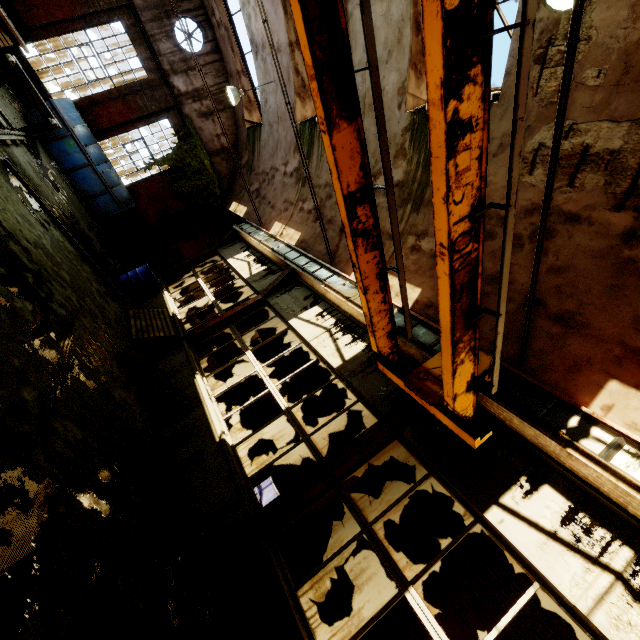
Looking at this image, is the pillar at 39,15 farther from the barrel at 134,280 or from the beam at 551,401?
the barrel at 134,280

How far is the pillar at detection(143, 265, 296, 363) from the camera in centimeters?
763cm

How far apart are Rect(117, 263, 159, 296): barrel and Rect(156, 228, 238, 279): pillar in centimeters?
74cm

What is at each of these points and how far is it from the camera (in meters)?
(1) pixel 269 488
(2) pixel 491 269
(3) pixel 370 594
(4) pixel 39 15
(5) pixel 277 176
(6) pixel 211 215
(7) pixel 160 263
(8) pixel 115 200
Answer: (1) barrel, 7.21
(2) building, 5.18
(3) pillar, 6.96
(4) pillar, 10.63
(5) building, 11.88
(6) pillar, 15.95
(7) door, 16.02
(8) dumpster, 12.22

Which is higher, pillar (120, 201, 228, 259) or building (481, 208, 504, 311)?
building (481, 208, 504, 311)

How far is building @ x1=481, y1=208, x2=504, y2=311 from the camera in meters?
5.1 m

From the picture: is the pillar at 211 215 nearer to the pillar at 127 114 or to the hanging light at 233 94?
the pillar at 127 114
